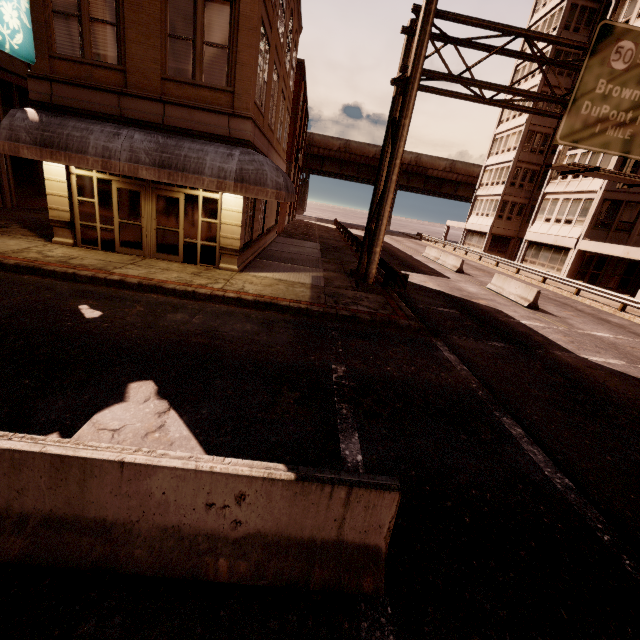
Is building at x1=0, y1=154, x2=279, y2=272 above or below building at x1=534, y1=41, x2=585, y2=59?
below

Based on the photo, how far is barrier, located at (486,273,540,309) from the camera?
16.09m

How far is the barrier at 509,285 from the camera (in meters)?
16.09

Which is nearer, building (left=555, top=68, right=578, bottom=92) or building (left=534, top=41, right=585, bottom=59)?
building (left=534, top=41, right=585, bottom=59)

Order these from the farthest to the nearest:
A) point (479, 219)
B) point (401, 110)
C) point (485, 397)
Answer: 1. point (479, 219)
2. point (401, 110)
3. point (485, 397)

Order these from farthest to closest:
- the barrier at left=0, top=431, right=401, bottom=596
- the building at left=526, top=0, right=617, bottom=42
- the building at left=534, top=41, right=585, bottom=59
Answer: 1. the building at left=534, top=41, right=585, bottom=59
2. the building at left=526, top=0, right=617, bottom=42
3. the barrier at left=0, top=431, right=401, bottom=596

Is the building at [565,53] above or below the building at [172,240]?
above

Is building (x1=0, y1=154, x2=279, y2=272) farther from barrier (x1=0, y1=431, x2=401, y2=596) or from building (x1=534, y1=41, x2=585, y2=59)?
building (x1=534, y1=41, x2=585, y2=59)
